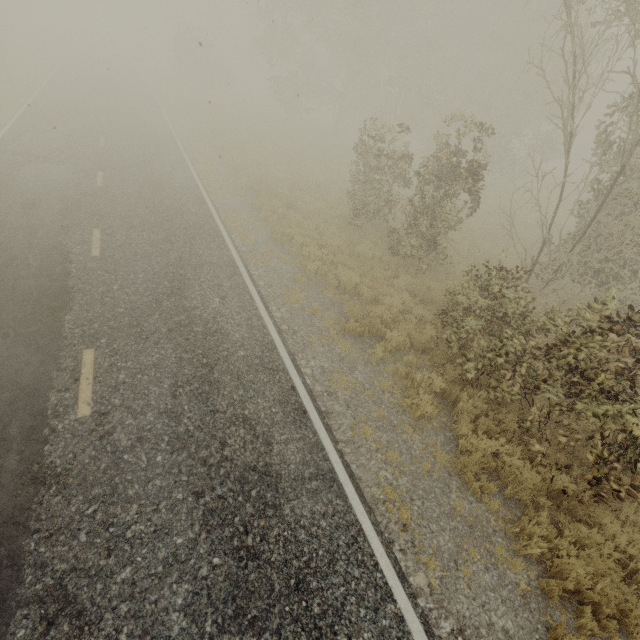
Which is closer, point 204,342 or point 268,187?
point 204,342
